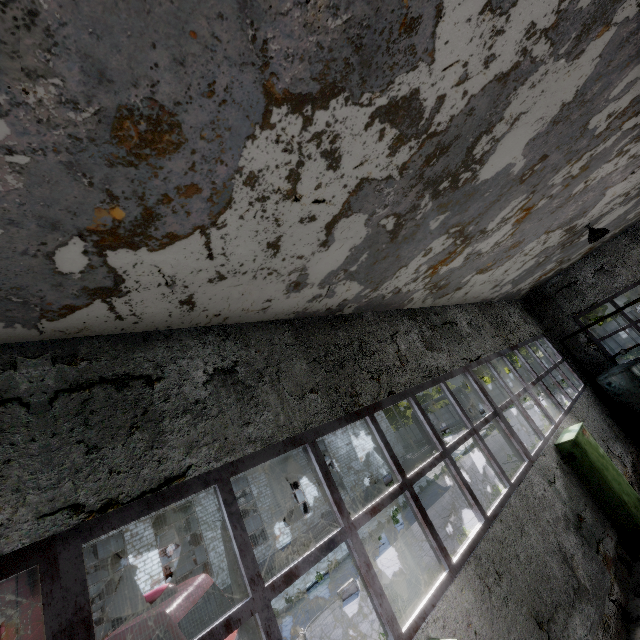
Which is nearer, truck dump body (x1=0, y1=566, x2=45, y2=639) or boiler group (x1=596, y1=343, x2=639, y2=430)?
truck dump body (x1=0, y1=566, x2=45, y2=639)

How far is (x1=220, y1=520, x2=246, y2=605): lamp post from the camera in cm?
742

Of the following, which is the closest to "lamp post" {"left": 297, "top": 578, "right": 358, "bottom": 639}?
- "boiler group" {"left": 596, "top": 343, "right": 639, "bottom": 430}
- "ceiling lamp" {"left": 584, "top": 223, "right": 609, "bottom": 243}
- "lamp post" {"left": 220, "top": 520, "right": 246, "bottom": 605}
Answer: "lamp post" {"left": 220, "top": 520, "right": 246, "bottom": 605}

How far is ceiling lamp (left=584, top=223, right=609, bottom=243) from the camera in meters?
8.7

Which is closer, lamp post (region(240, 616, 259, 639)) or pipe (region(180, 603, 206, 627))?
lamp post (region(240, 616, 259, 639))

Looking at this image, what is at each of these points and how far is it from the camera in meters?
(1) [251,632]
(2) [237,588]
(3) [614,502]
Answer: (1) lamp post, 7.1
(2) lamp post, 7.5
(3) power box, 7.3

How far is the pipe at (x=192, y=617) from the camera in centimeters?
1648cm

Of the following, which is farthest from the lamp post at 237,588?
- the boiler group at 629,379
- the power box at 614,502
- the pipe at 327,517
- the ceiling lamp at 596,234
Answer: the boiler group at 629,379
